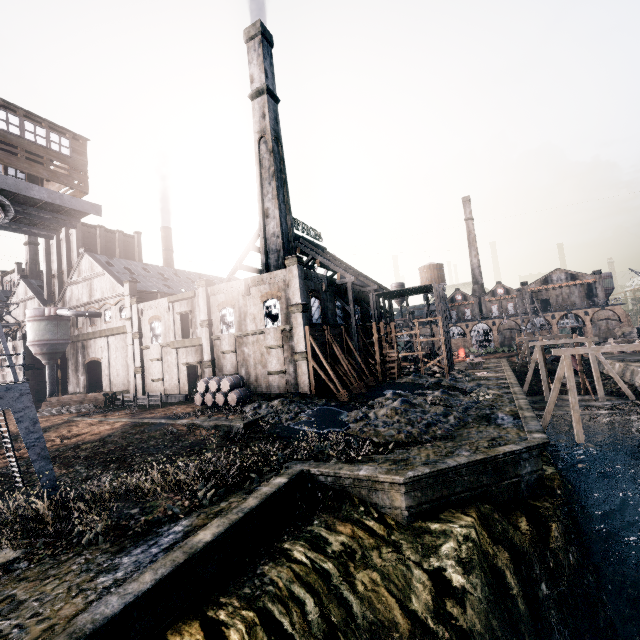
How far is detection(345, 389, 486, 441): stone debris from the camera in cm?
1957

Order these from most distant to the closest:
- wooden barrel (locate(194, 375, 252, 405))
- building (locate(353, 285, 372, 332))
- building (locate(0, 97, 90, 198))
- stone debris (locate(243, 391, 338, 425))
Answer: building (locate(353, 285, 372, 332)) < wooden barrel (locate(194, 375, 252, 405)) < stone debris (locate(243, 391, 338, 425)) < building (locate(0, 97, 90, 198))

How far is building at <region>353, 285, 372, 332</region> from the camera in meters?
44.0

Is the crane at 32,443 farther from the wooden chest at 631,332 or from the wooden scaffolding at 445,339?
the wooden chest at 631,332

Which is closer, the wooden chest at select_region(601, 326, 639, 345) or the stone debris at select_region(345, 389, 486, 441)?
the stone debris at select_region(345, 389, 486, 441)

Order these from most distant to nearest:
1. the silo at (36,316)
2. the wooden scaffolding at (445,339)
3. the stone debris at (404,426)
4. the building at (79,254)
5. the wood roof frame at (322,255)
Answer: the silo at (36,316) → the wooden scaffolding at (445,339) → the wood roof frame at (322,255) → the building at (79,254) → the stone debris at (404,426)

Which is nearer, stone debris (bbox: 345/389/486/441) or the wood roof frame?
stone debris (bbox: 345/389/486/441)

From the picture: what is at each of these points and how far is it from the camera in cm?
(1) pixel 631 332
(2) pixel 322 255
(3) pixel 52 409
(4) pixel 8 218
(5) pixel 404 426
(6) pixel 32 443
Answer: (1) wooden chest, 5194
(2) wood roof frame, 4875
(3) wood pile, 3734
(4) crane, 1580
(5) stone debris, 2045
(6) crane, 1330
